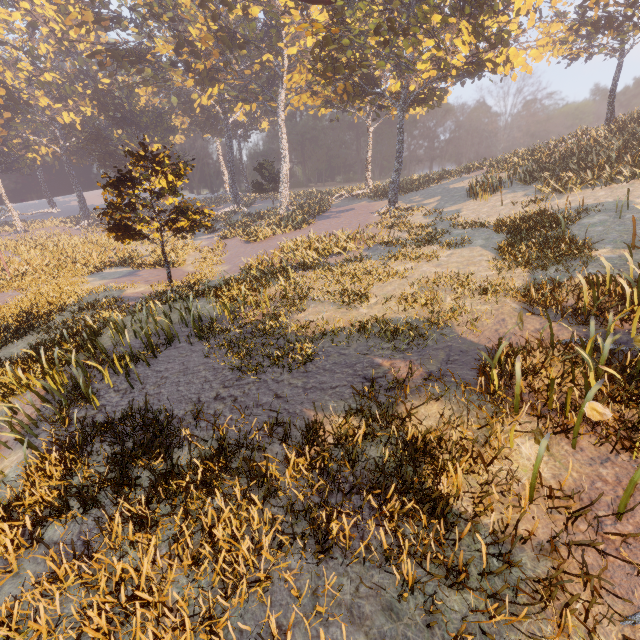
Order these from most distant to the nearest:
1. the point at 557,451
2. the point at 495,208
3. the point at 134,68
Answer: the point at 134,68 → the point at 495,208 → the point at 557,451
